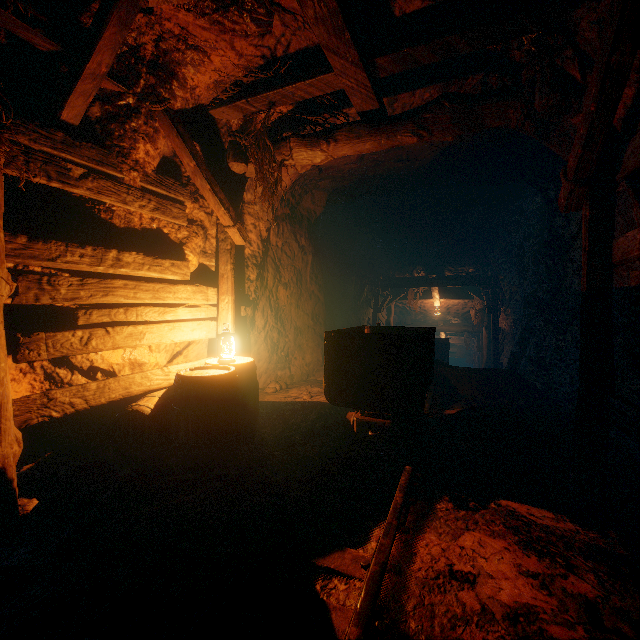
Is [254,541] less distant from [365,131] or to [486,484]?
[486,484]

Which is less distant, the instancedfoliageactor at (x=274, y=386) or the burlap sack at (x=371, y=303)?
the instancedfoliageactor at (x=274, y=386)

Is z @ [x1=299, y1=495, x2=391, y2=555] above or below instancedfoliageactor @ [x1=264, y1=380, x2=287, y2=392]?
below

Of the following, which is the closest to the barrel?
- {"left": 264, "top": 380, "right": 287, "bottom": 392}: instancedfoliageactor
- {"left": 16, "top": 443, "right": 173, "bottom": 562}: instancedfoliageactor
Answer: {"left": 16, "top": 443, "right": 173, "bottom": 562}: instancedfoliageactor

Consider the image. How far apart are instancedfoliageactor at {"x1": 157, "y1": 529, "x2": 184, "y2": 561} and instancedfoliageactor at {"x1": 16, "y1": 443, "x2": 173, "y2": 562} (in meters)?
0.53

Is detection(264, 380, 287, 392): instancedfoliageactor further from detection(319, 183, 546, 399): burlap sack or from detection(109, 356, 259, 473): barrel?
detection(109, 356, 259, 473): barrel

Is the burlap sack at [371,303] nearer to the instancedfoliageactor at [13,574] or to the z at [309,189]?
the z at [309,189]

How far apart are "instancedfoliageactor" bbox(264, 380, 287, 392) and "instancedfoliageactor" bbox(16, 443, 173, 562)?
3.1m
